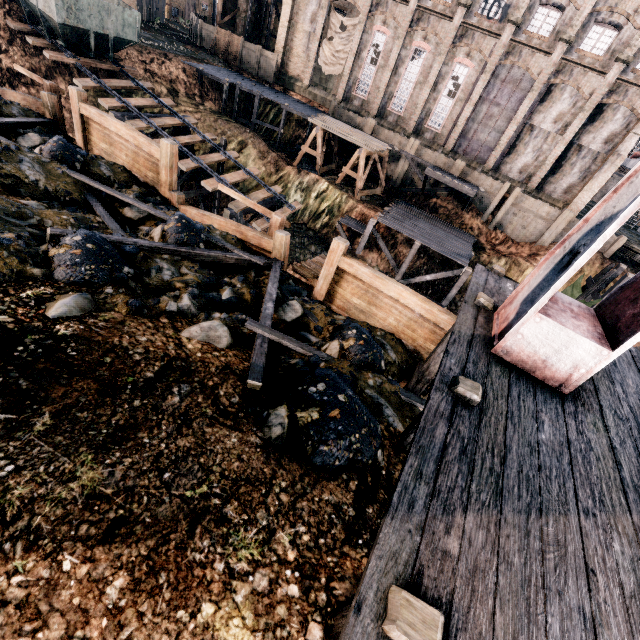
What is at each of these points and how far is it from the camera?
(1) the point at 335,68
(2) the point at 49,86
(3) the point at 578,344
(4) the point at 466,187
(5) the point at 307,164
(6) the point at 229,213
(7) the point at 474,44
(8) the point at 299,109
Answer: (1) cloth, 35.44m
(2) wooden scaffolding, 12.73m
(3) crane, 4.96m
(4) wooden platform, 28.66m
(5) coal pile, 31.67m
(6) wooden support structure, 18.97m
(7) building, 29.12m
(8) wooden scaffolding, 31.89m

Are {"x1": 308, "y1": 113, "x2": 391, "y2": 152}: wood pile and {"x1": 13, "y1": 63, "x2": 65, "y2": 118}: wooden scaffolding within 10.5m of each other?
no

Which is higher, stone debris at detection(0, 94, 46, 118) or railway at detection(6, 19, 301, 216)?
stone debris at detection(0, 94, 46, 118)

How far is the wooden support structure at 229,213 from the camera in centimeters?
1906cm

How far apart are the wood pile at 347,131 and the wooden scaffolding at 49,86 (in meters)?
20.98

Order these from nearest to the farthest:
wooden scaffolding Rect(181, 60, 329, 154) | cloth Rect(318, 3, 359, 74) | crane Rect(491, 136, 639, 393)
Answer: crane Rect(491, 136, 639, 393)
wooden scaffolding Rect(181, 60, 329, 154)
cloth Rect(318, 3, 359, 74)

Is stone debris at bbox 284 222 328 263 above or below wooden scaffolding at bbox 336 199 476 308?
below

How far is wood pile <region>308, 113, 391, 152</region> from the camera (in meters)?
28.30
